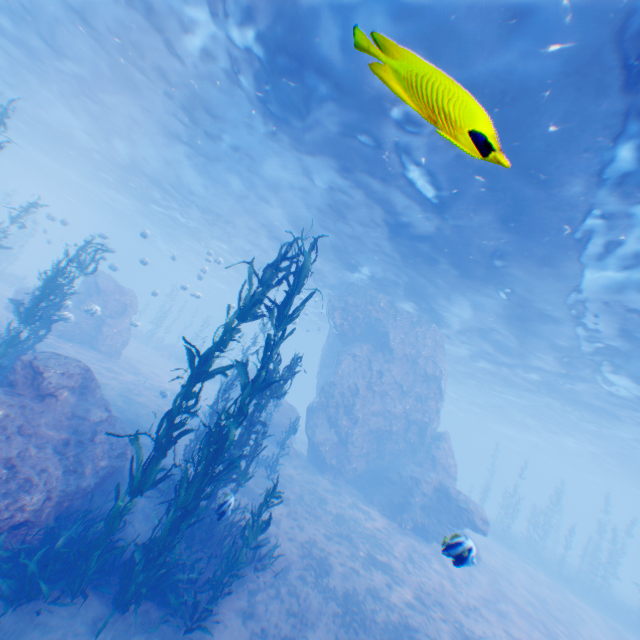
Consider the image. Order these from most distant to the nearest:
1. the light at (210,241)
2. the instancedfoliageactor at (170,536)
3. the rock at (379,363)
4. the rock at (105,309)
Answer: the rock at (105,309), the rock at (379,363), the light at (210,241), the instancedfoliageactor at (170,536)

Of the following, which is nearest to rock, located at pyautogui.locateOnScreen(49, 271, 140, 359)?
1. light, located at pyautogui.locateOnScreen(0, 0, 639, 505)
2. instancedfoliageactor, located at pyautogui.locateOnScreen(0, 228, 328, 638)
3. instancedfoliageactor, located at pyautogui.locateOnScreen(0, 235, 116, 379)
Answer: light, located at pyautogui.locateOnScreen(0, 0, 639, 505)

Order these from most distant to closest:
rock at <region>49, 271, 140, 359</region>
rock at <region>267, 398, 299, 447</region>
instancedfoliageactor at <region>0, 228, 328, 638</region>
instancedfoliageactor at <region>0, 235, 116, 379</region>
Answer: rock at <region>267, 398, 299, 447</region> → rock at <region>49, 271, 140, 359</region> → instancedfoliageactor at <region>0, 235, 116, 379</region> → instancedfoliageactor at <region>0, 228, 328, 638</region>

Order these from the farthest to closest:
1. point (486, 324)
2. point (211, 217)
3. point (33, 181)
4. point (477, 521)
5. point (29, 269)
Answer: point (33, 181), point (29, 269), point (211, 217), point (486, 324), point (477, 521)

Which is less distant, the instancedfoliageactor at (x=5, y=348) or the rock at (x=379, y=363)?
the instancedfoliageactor at (x=5, y=348)

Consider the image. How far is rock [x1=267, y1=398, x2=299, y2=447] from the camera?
20.1 meters

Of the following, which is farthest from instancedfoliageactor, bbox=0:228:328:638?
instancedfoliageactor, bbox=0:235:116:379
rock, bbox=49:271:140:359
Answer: instancedfoliageactor, bbox=0:235:116:379
